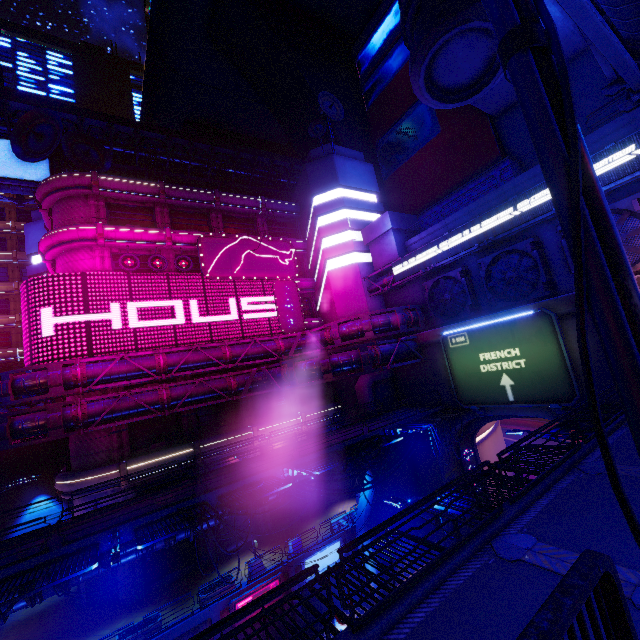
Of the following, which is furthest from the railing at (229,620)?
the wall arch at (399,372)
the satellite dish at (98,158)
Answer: the satellite dish at (98,158)

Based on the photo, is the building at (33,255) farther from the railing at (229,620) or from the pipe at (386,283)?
the railing at (229,620)

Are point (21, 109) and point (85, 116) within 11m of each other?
yes

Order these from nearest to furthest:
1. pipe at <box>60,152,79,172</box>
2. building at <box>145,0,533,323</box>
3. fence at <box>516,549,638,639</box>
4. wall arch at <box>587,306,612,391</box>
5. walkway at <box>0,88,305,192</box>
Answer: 1. fence at <box>516,549,638,639</box>
2. wall arch at <box>587,306,612,391</box>
3. building at <box>145,0,533,323</box>
4. walkway at <box>0,88,305,192</box>
5. pipe at <box>60,152,79,172</box>

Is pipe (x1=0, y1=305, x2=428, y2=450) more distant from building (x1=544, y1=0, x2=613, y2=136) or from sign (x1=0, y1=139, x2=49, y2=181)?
sign (x1=0, y1=139, x2=49, y2=181)

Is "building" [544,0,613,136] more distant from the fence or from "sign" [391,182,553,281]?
the fence

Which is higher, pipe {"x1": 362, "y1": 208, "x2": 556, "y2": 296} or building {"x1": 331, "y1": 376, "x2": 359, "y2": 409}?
pipe {"x1": 362, "y1": 208, "x2": 556, "y2": 296}

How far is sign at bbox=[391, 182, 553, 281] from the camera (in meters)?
19.62
